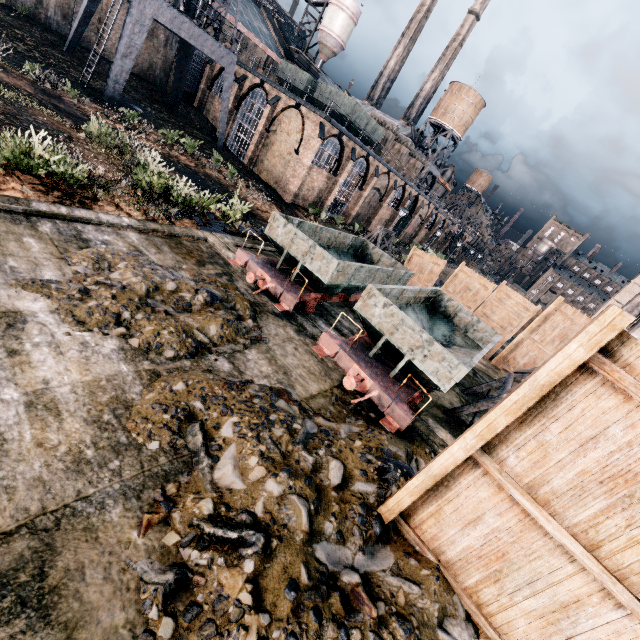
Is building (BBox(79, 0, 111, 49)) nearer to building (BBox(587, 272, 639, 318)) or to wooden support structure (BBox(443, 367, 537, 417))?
building (BBox(587, 272, 639, 318))

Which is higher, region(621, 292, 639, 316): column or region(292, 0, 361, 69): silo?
region(292, 0, 361, 69): silo

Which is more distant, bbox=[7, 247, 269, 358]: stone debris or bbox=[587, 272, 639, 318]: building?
bbox=[587, 272, 639, 318]: building

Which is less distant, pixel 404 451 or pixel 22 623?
pixel 22 623

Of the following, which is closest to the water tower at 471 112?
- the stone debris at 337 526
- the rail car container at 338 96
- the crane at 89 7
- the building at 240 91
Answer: the building at 240 91

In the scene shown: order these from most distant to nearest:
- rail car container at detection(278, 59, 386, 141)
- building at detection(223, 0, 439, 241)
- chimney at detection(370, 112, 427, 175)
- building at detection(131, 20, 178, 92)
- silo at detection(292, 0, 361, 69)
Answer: silo at detection(292, 0, 361, 69) < chimney at detection(370, 112, 427, 175) < building at detection(131, 20, 178, 92) < rail car container at detection(278, 59, 386, 141) < building at detection(223, 0, 439, 241)

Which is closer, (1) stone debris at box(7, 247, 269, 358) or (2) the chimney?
(1) stone debris at box(7, 247, 269, 358)

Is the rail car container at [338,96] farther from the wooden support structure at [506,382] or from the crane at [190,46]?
the wooden support structure at [506,382]
